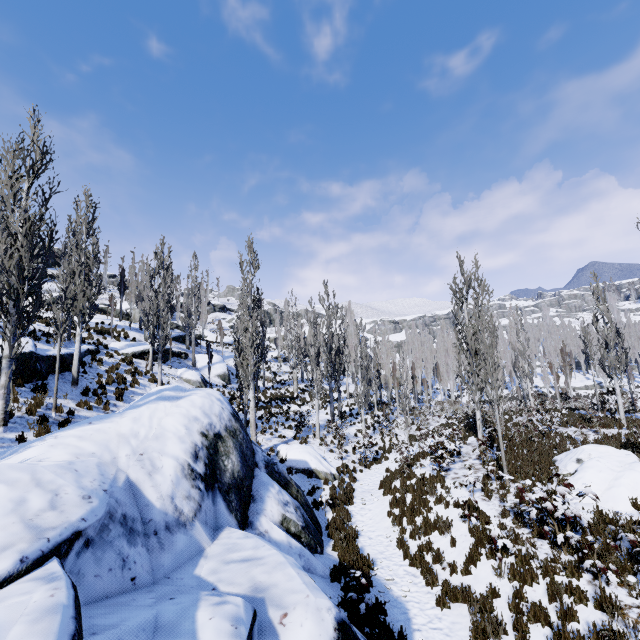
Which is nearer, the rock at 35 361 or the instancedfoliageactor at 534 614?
the instancedfoliageactor at 534 614

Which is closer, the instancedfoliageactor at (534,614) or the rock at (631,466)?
the instancedfoliageactor at (534,614)

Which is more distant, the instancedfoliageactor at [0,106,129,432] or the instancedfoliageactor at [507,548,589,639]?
the instancedfoliageactor at [0,106,129,432]

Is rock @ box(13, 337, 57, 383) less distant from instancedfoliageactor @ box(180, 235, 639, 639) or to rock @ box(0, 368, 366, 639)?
instancedfoliageactor @ box(180, 235, 639, 639)

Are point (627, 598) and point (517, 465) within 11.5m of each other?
yes

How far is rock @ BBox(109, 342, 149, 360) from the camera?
21.81m

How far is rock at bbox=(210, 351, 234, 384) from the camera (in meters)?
28.98
